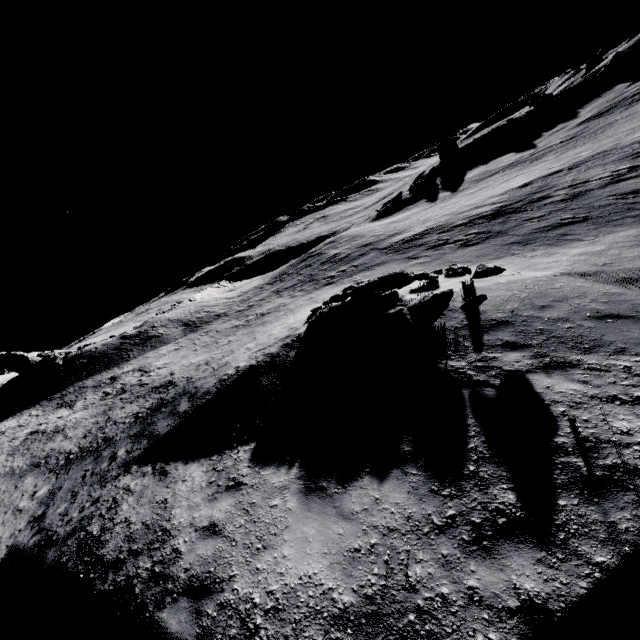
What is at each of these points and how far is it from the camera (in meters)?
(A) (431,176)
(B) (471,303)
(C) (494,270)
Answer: (A) stone, 45.19
(B) stone, 8.73
(C) stone, 9.23

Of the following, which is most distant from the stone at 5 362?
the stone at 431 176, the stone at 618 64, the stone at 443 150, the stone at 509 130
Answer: the stone at 618 64

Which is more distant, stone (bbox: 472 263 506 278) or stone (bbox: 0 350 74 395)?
stone (bbox: 0 350 74 395)

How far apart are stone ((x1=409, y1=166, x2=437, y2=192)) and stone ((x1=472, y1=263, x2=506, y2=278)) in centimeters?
4051cm

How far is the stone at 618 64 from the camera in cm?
4184

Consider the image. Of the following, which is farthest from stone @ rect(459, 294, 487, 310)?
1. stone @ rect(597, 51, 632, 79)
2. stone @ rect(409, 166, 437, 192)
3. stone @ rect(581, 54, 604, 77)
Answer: stone @ rect(581, 54, 604, 77)

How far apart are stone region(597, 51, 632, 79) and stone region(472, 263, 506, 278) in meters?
55.7 m

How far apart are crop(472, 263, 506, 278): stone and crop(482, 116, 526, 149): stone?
49.3 meters
